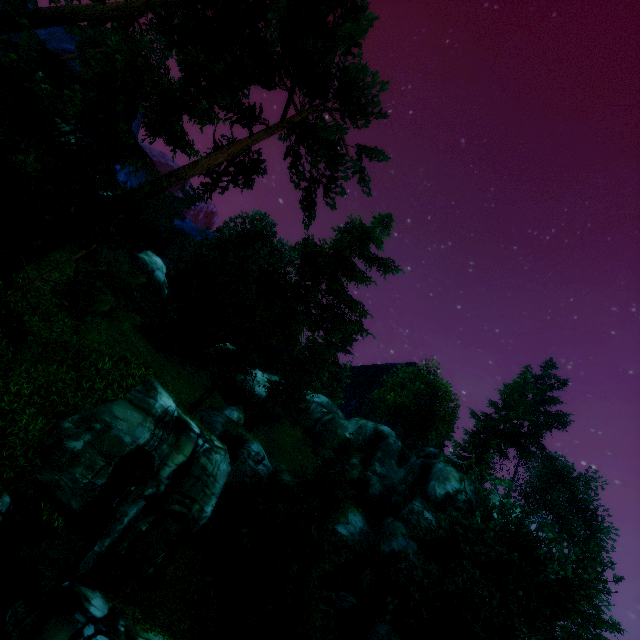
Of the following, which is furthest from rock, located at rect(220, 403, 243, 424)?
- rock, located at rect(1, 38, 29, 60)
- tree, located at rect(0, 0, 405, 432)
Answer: rock, located at rect(1, 38, 29, 60)

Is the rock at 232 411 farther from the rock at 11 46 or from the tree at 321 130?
the rock at 11 46

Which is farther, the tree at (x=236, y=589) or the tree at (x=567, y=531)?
the tree at (x=567, y=531)

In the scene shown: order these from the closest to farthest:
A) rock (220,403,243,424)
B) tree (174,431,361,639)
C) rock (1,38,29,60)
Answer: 1. tree (174,431,361,639)
2. rock (220,403,243,424)
3. rock (1,38,29,60)

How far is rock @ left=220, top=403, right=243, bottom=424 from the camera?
21.59m

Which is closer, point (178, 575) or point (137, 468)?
point (137, 468)

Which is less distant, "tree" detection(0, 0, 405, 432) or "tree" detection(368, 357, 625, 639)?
"tree" detection(0, 0, 405, 432)
